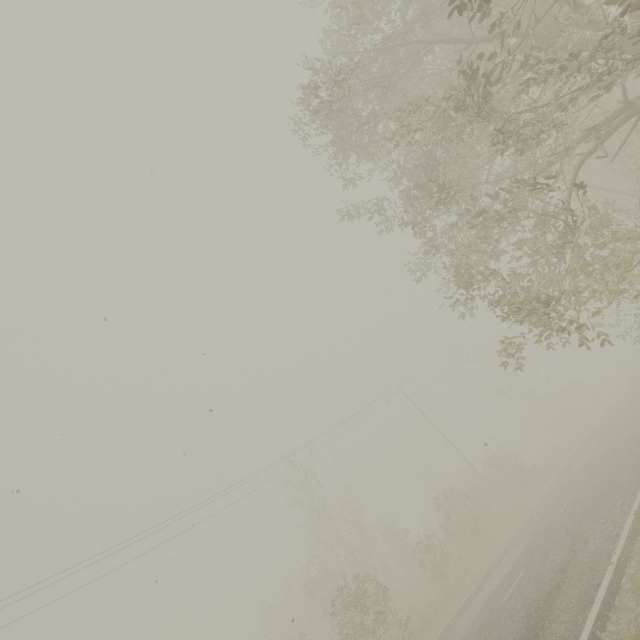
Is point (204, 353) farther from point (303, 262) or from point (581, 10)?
point (581, 10)

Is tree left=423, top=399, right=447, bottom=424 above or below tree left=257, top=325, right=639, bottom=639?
above

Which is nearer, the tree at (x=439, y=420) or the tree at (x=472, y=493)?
the tree at (x=472, y=493)

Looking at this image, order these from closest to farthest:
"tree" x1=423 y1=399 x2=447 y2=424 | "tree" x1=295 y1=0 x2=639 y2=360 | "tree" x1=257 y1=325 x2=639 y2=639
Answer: "tree" x1=295 y1=0 x2=639 y2=360 → "tree" x1=257 y1=325 x2=639 y2=639 → "tree" x1=423 y1=399 x2=447 y2=424

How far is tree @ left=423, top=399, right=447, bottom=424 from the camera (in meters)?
58.44

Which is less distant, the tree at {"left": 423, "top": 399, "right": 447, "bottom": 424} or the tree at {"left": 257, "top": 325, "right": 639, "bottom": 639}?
the tree at {"left": 257, "top": 325, "right": 639, "bottom": 639}

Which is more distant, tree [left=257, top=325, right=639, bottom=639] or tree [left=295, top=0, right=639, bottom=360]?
tree [left=257, top=325, right=639, bottom=639]

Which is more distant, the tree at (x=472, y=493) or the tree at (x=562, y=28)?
the tree at (x=472, y=493)
